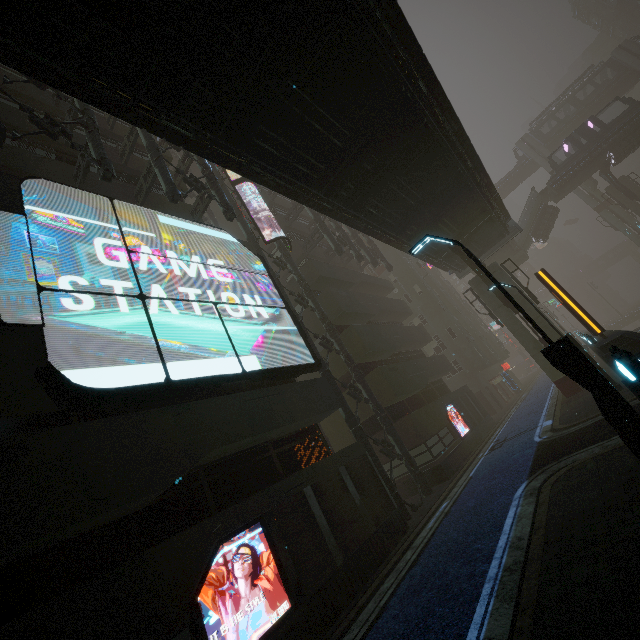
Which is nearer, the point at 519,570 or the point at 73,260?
the point at 519,570

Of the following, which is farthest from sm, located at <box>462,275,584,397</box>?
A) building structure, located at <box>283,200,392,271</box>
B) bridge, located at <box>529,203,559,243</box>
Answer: building structure, located at <box>283,200,392,271</box>

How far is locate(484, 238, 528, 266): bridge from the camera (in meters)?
36.94

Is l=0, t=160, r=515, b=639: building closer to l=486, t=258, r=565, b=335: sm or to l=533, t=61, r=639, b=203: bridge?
l=486, t=258, r=565, b=335: sm

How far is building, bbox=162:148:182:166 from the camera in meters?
19.7 m

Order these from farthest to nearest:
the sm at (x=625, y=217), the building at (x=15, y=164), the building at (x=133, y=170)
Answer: the sm at (x=625, y=217) → the building at (x=133, y=170) → the building at (x=15, y=164)

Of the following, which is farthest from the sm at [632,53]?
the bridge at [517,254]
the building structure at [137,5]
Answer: the bridge at [517,254]

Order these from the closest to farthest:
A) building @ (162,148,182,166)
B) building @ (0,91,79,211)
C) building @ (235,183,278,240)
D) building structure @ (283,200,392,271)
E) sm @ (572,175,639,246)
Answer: building @ (0,91,79,211) → building @ (162,148,182,166) → building @ (235,183,278,240) → building structure @ (283,200,392,271) → sm @ (572,175,639,246)
